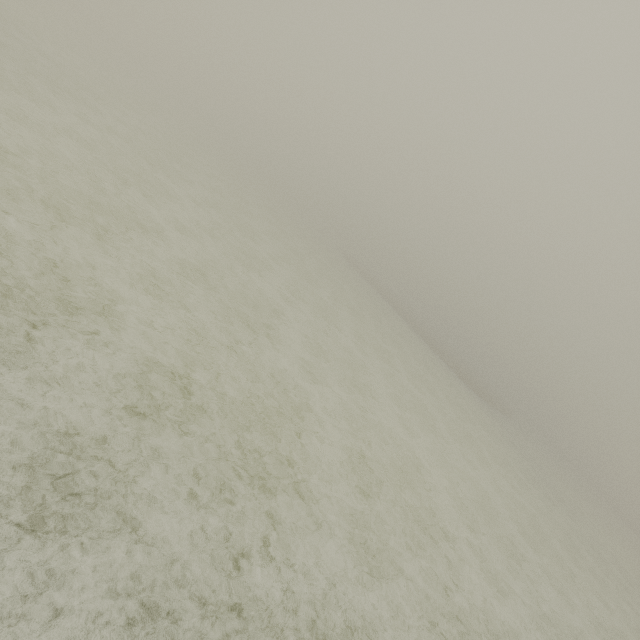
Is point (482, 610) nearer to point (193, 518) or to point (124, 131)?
point (193, 518)
